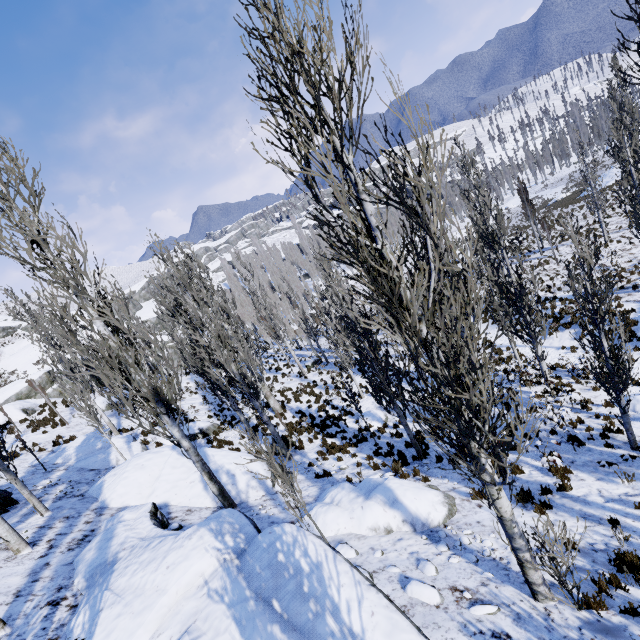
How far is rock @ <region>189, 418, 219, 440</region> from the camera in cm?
1770

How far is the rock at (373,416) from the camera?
15.90m

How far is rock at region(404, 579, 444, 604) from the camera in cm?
458

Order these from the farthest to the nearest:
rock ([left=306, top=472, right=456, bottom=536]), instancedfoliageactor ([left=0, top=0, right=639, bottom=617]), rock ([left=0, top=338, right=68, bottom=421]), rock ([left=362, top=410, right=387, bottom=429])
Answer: rock ([left=0, top=338, right=68, bottom=421])
rock ([left=362, top=410, right=387, bottom=429])
rock ([left=306, top=472, right=456, bottom=536])
instancedfoliageactor ([left=0, top=0, right=639, bottom=617])

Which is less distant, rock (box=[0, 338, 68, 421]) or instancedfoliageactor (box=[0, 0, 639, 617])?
instancedfoliageactor (box=[0, 0, 639, 617])

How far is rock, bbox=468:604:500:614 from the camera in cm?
429

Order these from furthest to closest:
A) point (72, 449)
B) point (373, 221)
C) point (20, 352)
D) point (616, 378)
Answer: point (20, 352)
point (72, 449)
point (616, 378)
point (373, 221)

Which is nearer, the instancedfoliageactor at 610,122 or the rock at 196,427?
the instancedfoliageactor at 610,122
